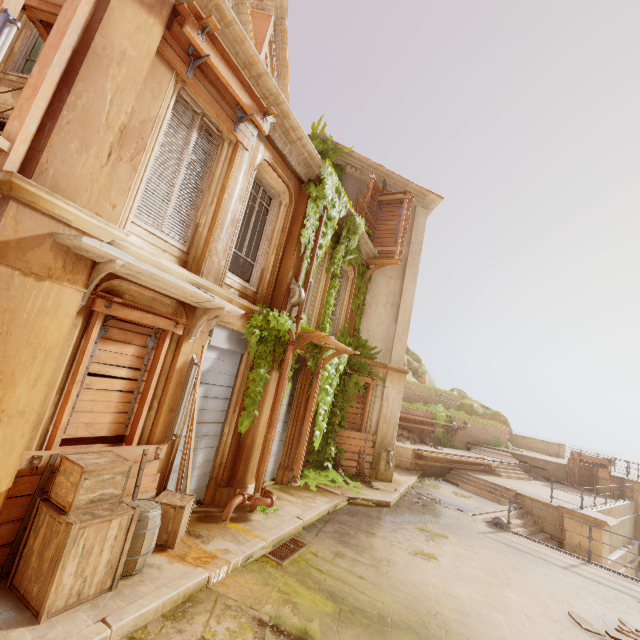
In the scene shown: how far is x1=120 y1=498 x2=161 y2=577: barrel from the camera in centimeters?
438cm

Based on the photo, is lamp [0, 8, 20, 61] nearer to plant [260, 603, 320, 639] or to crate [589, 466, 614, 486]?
plant [260, 603, 320, 639]

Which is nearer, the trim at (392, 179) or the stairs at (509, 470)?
the trim at (392, 179)

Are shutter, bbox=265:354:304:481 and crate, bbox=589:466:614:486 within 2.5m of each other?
no

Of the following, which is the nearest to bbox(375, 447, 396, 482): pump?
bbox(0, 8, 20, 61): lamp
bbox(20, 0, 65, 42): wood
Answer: bbox(20, 0, 65, 42): wood

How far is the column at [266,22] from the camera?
11.8 meters

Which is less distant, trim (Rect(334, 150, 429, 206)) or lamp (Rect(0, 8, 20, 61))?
lamp (Rect(0, 8, 20, 61))

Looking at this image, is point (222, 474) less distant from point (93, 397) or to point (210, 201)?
point (93, 397)
